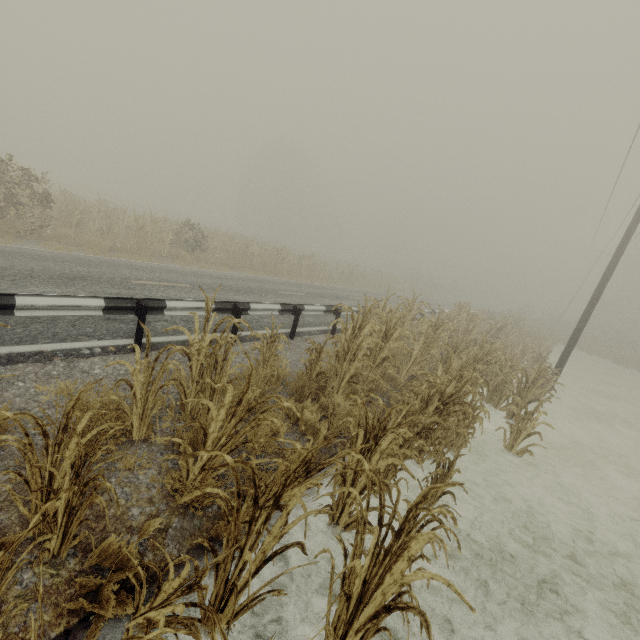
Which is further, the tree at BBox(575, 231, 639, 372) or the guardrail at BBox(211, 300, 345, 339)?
the tree at BBox(575, 231, 639, 372)

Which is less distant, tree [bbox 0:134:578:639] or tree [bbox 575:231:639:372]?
tree [bbox 0:134:578:639]

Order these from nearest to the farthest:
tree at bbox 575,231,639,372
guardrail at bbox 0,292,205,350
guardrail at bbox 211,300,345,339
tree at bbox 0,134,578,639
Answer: tree at bbox 0,134,578,639 → guardrail at bbox 0,292,205,350 → guardrail at bbox 211,300,345,339 → tree at bbox 575,231,639,372

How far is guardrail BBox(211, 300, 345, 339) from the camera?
6.9 meters

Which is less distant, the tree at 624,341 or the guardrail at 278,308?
the guardrail at 278,308

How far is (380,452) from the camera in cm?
328

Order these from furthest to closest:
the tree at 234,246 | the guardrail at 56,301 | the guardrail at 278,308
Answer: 1. the guardrail at 278,308
2. the guardrail at 56,301
3. the tree at 234,246

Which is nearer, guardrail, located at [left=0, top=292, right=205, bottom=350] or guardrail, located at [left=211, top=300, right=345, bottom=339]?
guardrail, located at [left=0, top=292, right=205, bottom=350]
